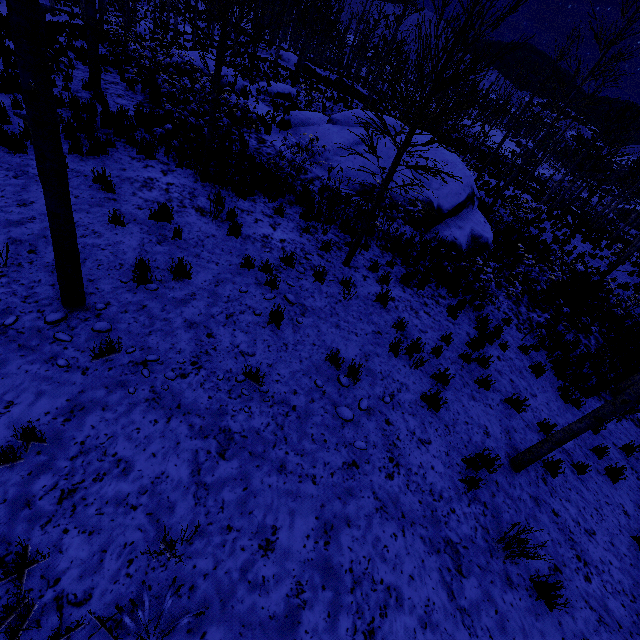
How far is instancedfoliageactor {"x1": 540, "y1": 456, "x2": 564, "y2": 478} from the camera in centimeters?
553cm

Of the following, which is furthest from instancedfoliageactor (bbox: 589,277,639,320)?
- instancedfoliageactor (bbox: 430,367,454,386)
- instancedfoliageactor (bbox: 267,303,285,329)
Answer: instancedfoliageactor (bbox: 430,367,454,386)

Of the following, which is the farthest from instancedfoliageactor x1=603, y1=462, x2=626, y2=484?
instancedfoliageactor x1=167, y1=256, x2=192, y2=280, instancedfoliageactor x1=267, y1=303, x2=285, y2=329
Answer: instancedfoliageactor x1=167, y1=256, x2=192, y2=280

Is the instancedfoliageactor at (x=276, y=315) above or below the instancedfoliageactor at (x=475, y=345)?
above

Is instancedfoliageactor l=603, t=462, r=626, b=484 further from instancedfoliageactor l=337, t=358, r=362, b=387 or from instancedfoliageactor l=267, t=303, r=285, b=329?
instancedfoliageactor l=267, t=303, r=285, b=329

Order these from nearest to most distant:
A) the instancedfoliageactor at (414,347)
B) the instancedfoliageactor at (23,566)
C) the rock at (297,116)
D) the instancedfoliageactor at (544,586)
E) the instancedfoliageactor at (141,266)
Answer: the instancedfoliageactor at (23,566), the instancedfoliageactor at (544,586), the instancedfoliageactor at (141,266), the instancedfoliageactor at (414,347), the rock at (297,116)

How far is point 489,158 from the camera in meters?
23.0 m

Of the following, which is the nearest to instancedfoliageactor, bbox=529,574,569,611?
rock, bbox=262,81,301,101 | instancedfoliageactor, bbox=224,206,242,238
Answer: instancedfoliageactor, bbox=224,206,242,238
